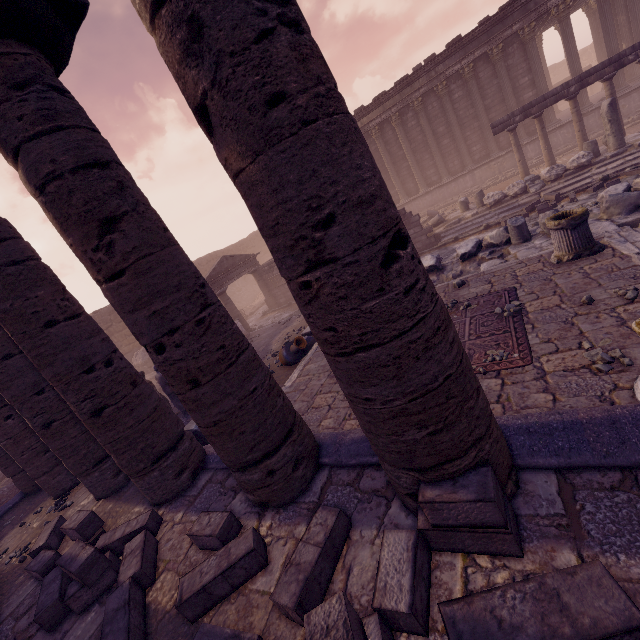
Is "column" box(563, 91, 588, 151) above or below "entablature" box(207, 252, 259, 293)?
below

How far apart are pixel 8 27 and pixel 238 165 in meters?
2.6 m

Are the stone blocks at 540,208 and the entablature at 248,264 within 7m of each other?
no

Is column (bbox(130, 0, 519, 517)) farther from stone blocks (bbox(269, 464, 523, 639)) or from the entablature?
the entablature

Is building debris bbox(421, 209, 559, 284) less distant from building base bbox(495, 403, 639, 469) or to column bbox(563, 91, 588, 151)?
building base bbox(495, 403, 639, 469)

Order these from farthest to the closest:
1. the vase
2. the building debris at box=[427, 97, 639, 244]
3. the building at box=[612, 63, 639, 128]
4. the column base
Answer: the building at box=[612, 63, 639, 128]
the building debris at box=[427, 97, 639, 244]
the vase
the column base

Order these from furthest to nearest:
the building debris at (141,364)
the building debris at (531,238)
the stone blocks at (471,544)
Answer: the building debris at (141,364) < the building debris at (531,238) < the stone blocks at (471,544)

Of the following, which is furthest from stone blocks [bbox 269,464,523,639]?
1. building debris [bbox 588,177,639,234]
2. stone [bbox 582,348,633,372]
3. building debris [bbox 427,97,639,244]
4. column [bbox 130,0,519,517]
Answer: building debris [bbox 427,97,639,244]
